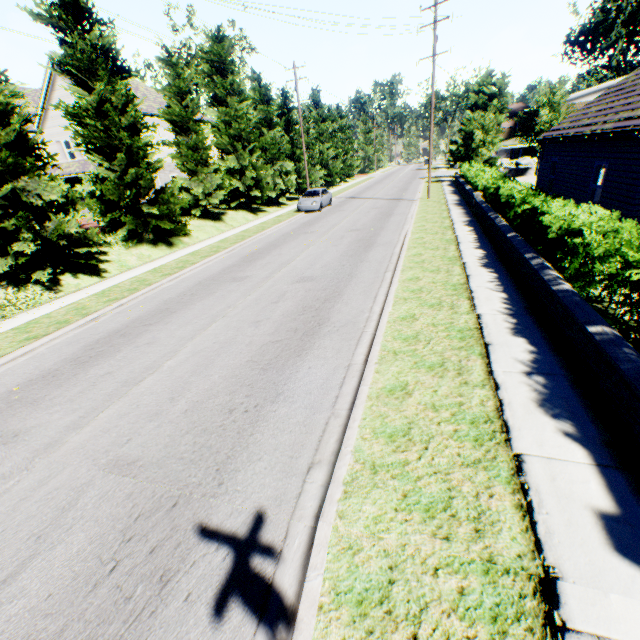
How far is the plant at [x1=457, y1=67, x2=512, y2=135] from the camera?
34.25m

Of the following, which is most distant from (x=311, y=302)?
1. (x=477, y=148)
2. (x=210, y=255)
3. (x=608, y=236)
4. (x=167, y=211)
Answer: (x=477, y=148)

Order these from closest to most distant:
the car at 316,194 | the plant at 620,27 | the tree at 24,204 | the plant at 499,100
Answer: the tree at 24,204, the car at 316,194, the plant at 499,100, the plant at 620,27

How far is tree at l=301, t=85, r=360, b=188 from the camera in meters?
39.1

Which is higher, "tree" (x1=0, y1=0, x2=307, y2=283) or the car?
"tree" (x1=0, y1=0, x2=307, y2=283)

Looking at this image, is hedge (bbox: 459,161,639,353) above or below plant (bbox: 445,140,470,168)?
below

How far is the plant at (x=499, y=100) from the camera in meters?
34.2

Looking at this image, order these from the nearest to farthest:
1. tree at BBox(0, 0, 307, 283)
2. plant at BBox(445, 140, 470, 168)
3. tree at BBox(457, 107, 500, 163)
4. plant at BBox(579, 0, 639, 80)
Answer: tree at BBox(0, 0, 307, 283) → tree at BBox(457, 107, 500, 163) → plant at BBox(445, 140, 470, 168) → plant at BBox(579, 0, 639, 80)
